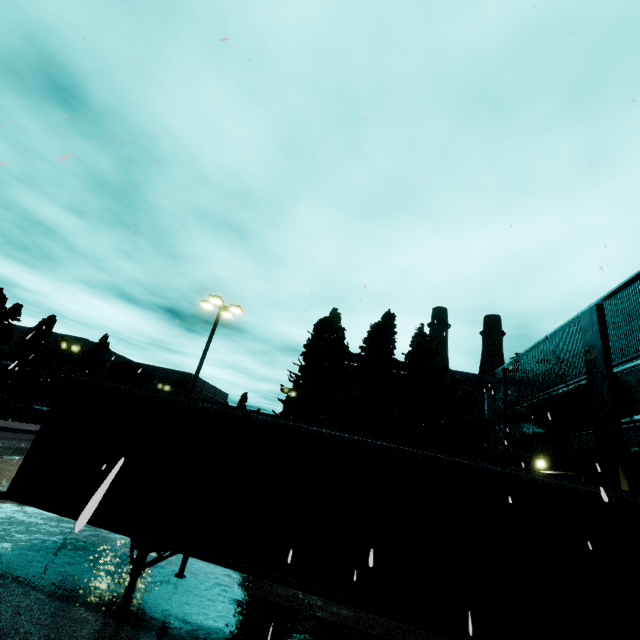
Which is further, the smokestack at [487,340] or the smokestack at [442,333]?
the smokestack at [442,333]

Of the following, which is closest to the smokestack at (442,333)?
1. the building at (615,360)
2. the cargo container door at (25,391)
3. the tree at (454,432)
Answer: the building at (615,360)

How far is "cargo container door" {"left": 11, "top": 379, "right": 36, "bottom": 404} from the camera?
33.44m

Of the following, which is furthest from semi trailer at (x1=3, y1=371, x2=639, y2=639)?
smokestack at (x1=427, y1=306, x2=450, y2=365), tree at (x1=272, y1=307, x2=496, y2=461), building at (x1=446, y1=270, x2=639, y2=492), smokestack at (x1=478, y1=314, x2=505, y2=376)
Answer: smokestack at (x1=478, y1=314, x2=505, y2=376)

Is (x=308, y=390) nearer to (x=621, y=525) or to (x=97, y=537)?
(x=97, y=537)

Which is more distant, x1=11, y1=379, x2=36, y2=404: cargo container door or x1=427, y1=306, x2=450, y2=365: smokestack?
x1=427, y1=306, x2=450, y2=365: smokestack

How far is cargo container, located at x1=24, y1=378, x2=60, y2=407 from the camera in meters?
33.8

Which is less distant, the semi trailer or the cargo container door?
the semi trailer
